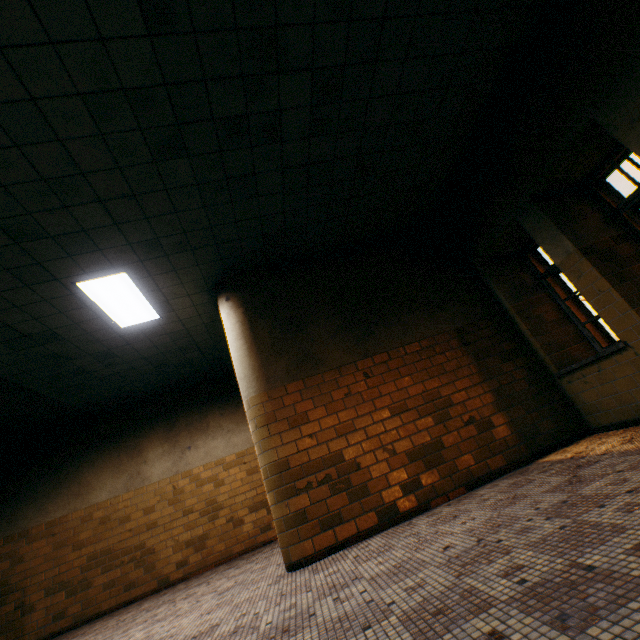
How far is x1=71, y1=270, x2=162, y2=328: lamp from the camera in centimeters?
432cm

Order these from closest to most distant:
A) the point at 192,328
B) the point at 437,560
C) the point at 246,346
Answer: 1. the point at 437,560
2. the point at 246,346
3. the point at 192,328

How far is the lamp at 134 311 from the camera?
4.32m
